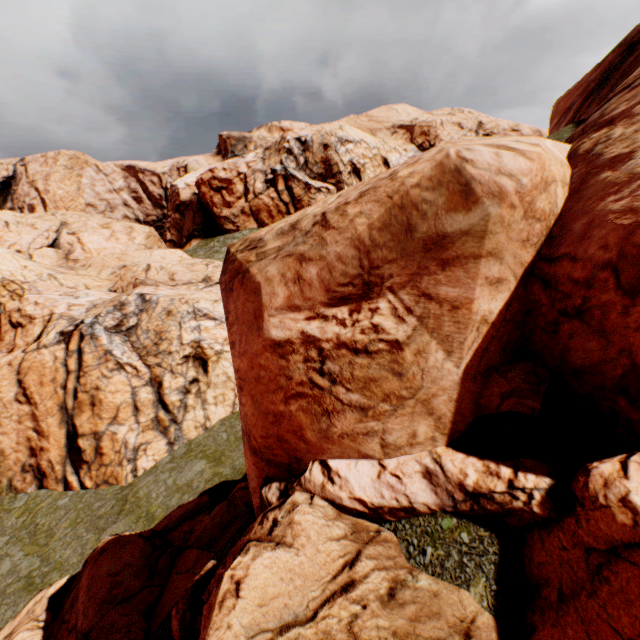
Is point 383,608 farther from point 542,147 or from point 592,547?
point 542,147
